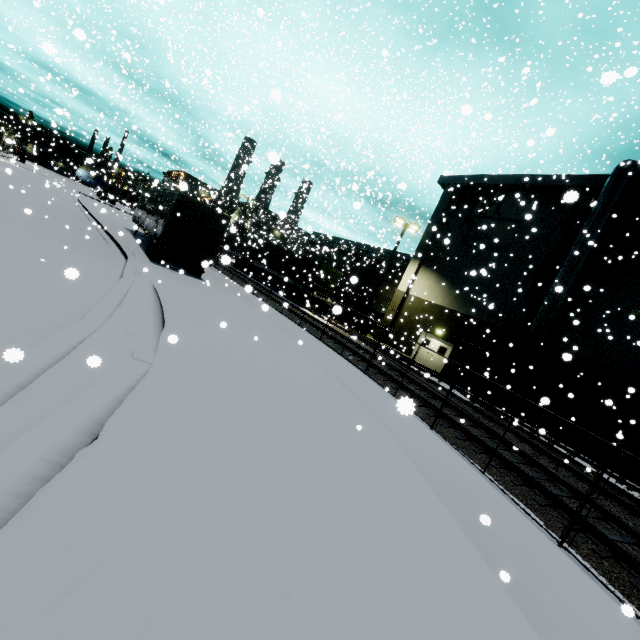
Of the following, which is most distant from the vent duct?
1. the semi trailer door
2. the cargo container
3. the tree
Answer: the cargo container

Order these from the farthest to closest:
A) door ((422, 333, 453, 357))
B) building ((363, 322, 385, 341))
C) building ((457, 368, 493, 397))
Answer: building ((363, 322, 385, 341)), door ((422, 333, 453, 357)), building ((457, 368, 493, 397))

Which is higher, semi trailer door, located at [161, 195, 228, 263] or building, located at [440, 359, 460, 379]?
semi trailer door, located at [161, 195, 228, 263]

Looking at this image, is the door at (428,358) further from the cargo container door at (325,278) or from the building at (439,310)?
the cargo container door at (325,278)

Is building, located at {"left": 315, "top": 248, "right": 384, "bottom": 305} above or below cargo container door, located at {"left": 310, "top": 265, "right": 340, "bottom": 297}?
above

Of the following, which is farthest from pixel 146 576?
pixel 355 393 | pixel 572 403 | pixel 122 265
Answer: pixel 572 403

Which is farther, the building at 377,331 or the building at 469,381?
the building at 377,331

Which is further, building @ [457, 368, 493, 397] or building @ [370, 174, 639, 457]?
building @ [457, 368, 493, 397]
